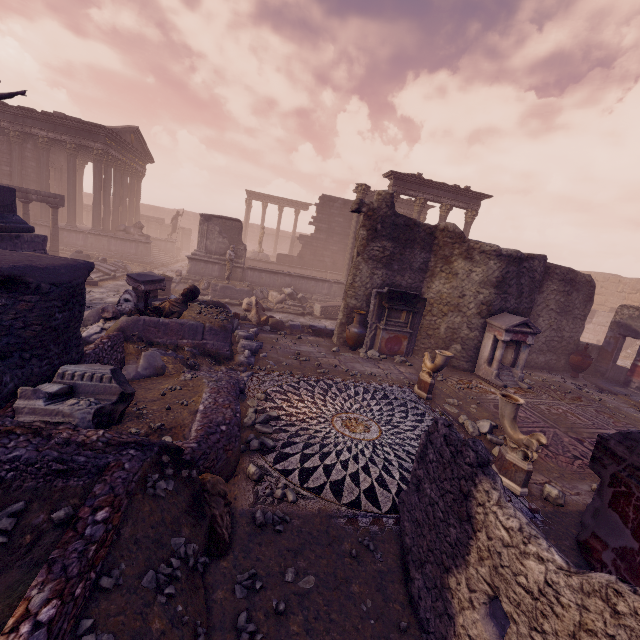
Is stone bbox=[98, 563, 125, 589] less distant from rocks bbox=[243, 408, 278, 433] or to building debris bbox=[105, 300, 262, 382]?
rocks bbox=[243, 408, 278, 433]

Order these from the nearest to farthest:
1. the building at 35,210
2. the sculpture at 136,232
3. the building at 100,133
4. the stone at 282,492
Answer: the stone at 282,492 < the building at 100,133 < the building at 35,210 < the sculpture at 136,232

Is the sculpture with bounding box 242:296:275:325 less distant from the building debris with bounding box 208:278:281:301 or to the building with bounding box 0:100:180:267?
the building debris with bounding box 208:278:281:301

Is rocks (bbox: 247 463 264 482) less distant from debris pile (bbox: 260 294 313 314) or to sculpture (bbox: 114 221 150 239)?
debris pile (bbox: 260 294 313 314)

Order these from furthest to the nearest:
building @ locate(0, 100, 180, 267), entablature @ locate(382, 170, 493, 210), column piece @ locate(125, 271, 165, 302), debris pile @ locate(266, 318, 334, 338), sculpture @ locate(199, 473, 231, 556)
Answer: building @ locate(0, 100, 180, 267)
entablature @ locate(382, 170, 493, 210)
debris pile @ locate(266, 318, 334, 338)
column piece @ locate(125, 271, 165, 302)
sculpture @ locate(199, 473, 231, 556)

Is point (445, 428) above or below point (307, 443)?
above

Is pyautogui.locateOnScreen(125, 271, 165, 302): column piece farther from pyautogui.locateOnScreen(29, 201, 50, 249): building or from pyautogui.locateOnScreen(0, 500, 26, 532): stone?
pyautogui.locateOnScreen(29, 201, 50, 249): building

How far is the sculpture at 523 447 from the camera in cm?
473
